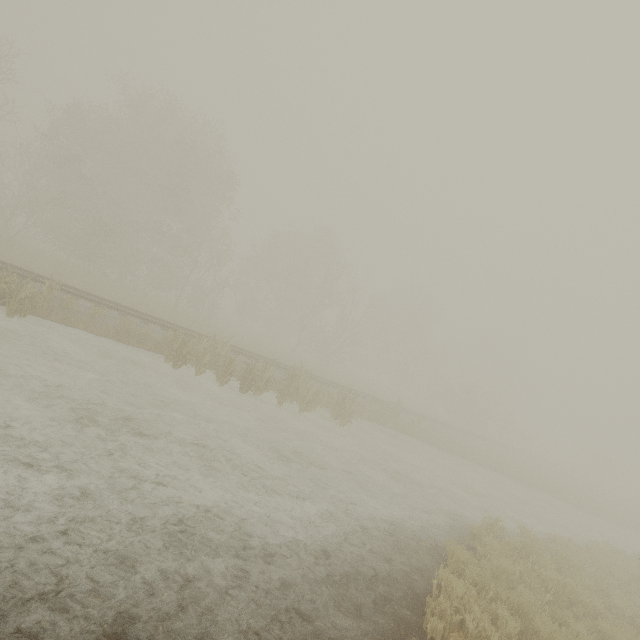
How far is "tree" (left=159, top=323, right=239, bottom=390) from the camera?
13.2m

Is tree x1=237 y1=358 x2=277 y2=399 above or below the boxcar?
below

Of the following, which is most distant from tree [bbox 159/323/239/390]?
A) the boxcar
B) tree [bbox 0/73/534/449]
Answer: the boxcar

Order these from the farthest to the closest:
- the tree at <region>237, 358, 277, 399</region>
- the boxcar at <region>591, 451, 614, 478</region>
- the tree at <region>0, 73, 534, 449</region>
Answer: the boxcar at <region>591, 451, 614, 478</region> → the tree at <region>0, 73, 534, 449</region> → the tree at <region>237, 358, 277, 399</region>

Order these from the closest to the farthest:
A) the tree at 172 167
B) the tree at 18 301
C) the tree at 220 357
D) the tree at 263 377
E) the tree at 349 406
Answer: the tree at 18 301, the tree at 220 357, the tree at 263 377, the tree at 349 406, the tree at 172 167

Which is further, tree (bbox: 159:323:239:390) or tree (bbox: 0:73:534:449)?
tree (bbox: 0:73:534:449)

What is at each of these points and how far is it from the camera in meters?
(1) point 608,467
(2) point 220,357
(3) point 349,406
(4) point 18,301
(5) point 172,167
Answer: (1) boxcar, 58.6 m
(2) tree, 15.1 m
(3) tree, 16.2 m
(4) tree, 10.7 m
(5) tree, 25.2 m

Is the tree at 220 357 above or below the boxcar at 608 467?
below
